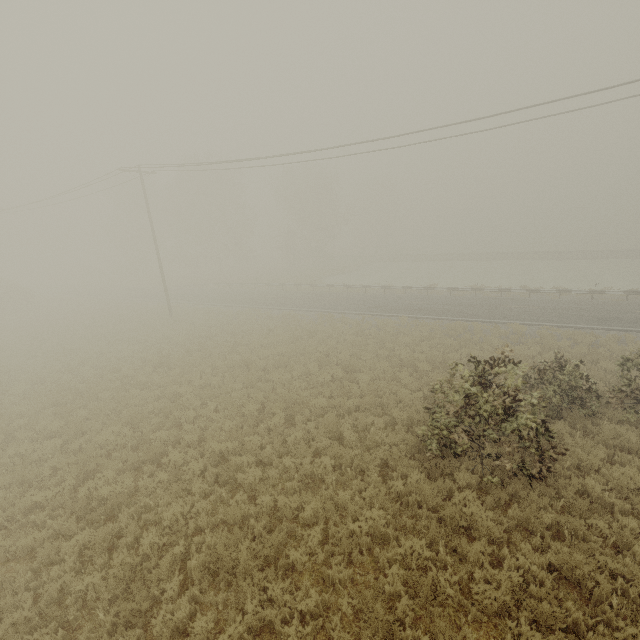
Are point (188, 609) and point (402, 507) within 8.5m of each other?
yes

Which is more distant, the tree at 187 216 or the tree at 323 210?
the tree at 323 210

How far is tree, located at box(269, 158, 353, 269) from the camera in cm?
4891

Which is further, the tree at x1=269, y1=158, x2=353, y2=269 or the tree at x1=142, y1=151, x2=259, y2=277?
the tree at x1=269, y1=158, x2=353, y2=269

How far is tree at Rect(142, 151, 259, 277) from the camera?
46.6 meters

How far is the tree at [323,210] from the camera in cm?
4891
